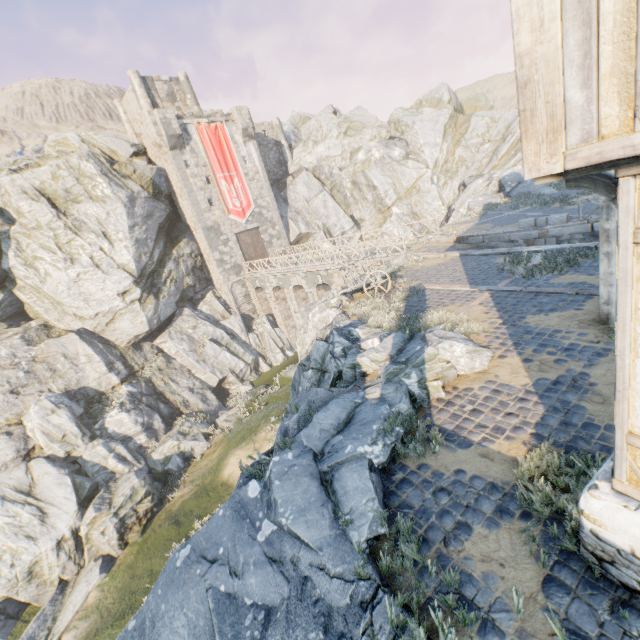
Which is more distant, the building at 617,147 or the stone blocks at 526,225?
the stone blocks at 526,225

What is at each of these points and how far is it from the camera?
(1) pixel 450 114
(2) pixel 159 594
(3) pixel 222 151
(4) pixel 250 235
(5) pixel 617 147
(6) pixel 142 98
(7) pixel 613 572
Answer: (1) rock, 35.2 meters
(2) rock, 4.3 meters
(3) flag, 29.6 meters
(4) castle gate, 32.4 meters
(5) building, 1.9 meters
(6) chimney, 29.3 meters
(7) stone foundation, 3.2 meters

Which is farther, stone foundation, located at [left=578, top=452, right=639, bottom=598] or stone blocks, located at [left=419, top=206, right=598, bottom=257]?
stone blocks, located at [left=419, top=206, right=598, bottom=257]

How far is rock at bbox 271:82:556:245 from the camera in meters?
30.9

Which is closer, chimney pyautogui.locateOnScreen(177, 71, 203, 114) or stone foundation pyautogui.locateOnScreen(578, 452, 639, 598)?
stone foundation pyautogui.locateOnScreen(578, 452, 639, 598)

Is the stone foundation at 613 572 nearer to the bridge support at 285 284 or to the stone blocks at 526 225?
the stone blocks at 526 225

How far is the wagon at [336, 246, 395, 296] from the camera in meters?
13.1

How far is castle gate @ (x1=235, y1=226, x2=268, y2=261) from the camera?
31.75m
